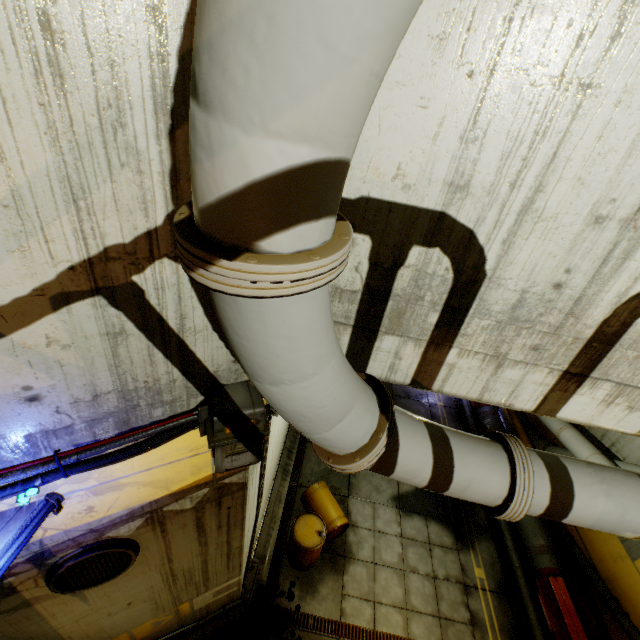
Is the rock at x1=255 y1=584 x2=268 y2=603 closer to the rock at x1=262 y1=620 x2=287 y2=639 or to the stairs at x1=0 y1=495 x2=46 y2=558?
the rock at x1=262 y1=620 x2=287 y2=639

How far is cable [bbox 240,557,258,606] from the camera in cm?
618

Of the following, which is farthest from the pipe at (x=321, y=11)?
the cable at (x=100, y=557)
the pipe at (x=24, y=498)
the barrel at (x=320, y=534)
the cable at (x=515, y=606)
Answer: the barrel at (x=320, y=534)

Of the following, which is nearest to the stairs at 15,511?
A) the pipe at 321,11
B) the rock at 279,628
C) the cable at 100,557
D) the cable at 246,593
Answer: the pipe at 321,11

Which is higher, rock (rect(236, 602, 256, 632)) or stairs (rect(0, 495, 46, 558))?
stairs (rect(0, 495, 46, 558))

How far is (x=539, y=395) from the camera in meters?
2.6 m

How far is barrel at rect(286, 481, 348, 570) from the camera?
7.1m

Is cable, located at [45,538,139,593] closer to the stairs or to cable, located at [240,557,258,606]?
the stairs
